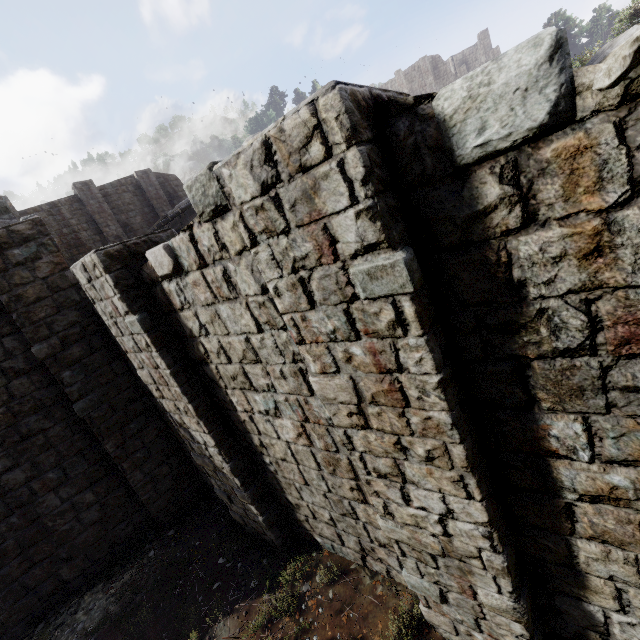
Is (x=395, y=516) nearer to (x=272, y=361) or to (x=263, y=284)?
(x=272, y=361)
